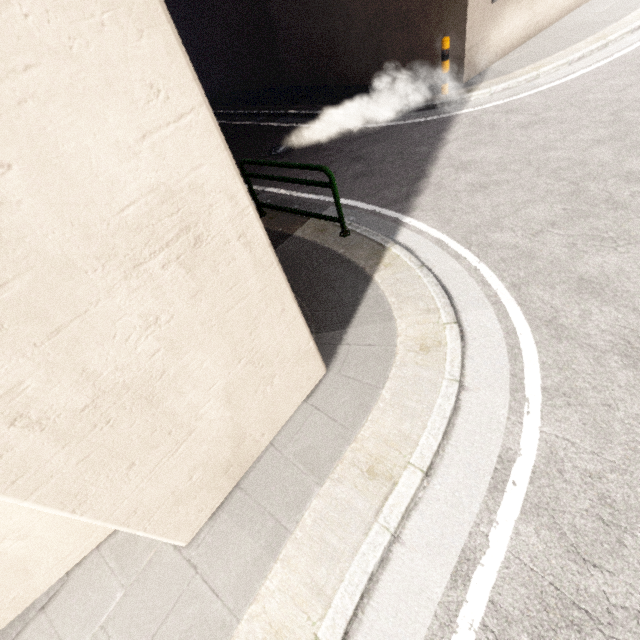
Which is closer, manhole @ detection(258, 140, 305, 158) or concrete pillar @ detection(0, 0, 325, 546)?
concrete pillar @ detection(0, 0, 325, 546)

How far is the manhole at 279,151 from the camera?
8.3 meters

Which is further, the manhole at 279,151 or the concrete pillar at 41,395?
the manhole at 279,151

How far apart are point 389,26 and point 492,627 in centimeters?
1174cm

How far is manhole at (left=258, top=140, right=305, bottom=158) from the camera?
8.3 meters

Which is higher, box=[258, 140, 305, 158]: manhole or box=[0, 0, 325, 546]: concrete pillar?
box=[0, 0, 325, 546]: concrete pillar
